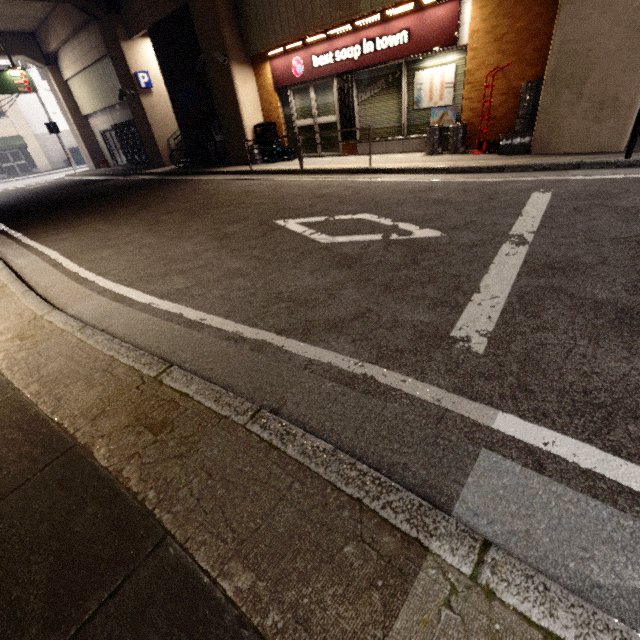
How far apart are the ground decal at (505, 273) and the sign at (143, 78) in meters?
17.1

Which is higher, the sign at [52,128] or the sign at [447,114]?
the sign at [52,128]

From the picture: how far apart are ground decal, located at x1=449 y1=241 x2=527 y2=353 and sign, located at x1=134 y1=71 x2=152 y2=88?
17.1m

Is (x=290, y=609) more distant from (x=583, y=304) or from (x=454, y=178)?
(x=454, y=178)

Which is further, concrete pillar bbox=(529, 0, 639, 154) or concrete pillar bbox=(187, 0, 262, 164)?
concrete pillar bbox=(187, 0, 262, 164)

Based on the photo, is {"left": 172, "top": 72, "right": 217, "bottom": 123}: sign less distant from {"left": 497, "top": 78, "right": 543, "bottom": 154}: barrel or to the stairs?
the stairs

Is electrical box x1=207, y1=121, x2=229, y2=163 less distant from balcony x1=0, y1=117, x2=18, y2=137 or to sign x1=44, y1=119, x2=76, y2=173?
sign x1=44, y1=119, x2=76, y2=173

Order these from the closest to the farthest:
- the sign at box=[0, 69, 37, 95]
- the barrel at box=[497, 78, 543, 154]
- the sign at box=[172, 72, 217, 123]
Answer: the barrel at box=[497, 78, 543, 154] → the sign at box=[172, 72, 217, 123] → the sign at box=[0, 69, 37, 95]
